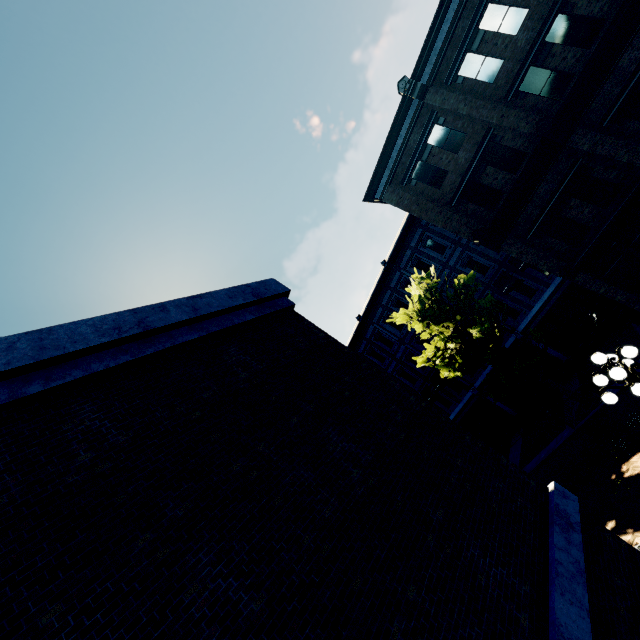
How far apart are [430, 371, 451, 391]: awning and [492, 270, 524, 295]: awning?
7.2m

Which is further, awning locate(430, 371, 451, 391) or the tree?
awning locate(430, 371, 451, 391)

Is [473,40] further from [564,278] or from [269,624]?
[269,624]

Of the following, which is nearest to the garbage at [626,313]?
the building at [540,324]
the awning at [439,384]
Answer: the building at [540,324]

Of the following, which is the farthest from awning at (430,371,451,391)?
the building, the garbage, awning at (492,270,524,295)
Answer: the garbage

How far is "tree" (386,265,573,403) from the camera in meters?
15.0 m

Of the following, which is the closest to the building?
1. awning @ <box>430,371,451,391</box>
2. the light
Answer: awning @ <box>430,371,451,391</box>

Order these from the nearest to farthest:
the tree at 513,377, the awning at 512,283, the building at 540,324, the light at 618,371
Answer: the light at 618,371 → the building at 540,324 → the tree at 513,377 → the awning at 512,283
